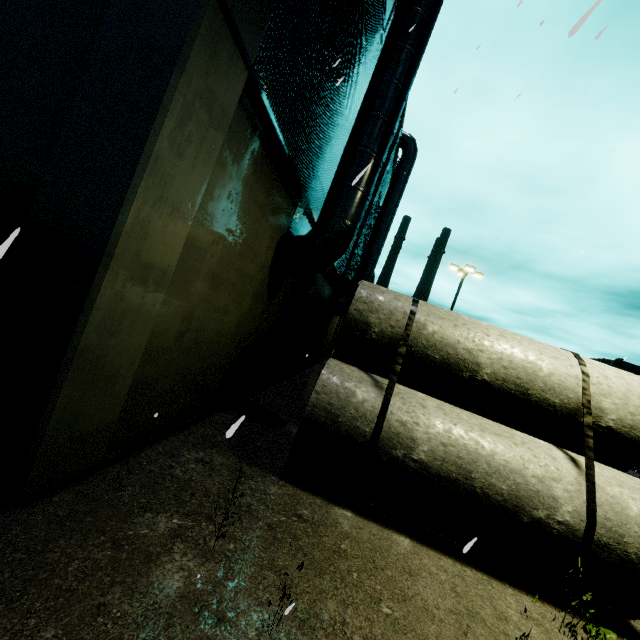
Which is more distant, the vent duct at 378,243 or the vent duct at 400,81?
the vent duct at 378,243

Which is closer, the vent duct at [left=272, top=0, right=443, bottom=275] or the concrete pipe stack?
the concrete pipe stack

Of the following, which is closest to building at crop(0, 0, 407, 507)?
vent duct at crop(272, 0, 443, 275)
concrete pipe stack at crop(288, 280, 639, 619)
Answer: vent duct at crop(272, 0, 443, 275)

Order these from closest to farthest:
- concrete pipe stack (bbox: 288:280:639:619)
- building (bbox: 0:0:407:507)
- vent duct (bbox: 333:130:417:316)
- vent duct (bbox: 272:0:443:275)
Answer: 1. building (bbox: 0:0:407:507)
2. concrete pipe stack (bbox: 288:280:639:619)
3. vent duct (bbox: 272:0:443:275)
4. vent duct (bbox: 333:130:417:316)

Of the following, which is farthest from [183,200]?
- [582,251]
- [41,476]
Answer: [582,251]

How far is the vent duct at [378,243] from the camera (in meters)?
20.56
